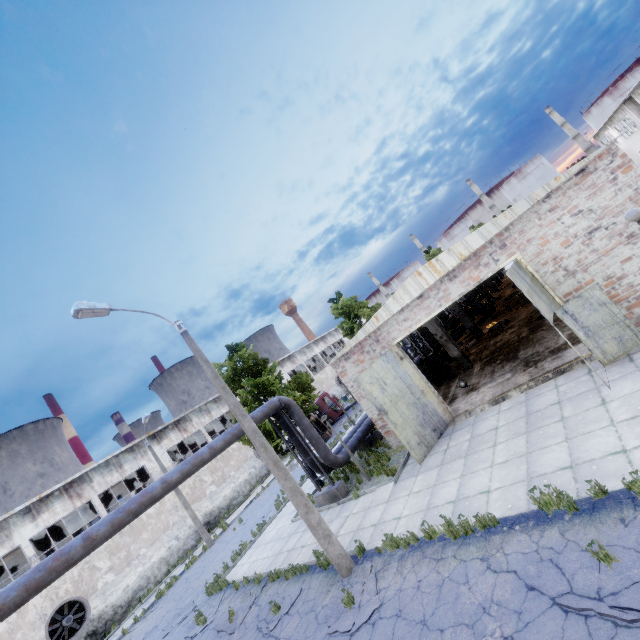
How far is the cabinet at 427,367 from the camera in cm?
1914

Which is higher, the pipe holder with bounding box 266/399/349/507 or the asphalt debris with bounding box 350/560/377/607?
the pipe holder with bounding box 266/399/349/507

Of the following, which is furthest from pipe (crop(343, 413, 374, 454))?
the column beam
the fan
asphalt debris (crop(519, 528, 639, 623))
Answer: the fan

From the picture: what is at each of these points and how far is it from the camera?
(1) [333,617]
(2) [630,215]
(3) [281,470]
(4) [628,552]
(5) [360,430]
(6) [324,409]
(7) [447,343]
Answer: (1) asphalt debris, 7.77m
(2) lamp post, 7.51m
(3) lamp post, 9.41m
(4) asphalt debris, 4.69m
(5) pipe, 17.27m
(6) truck, 34.09m
(7) column beam, 18.05m

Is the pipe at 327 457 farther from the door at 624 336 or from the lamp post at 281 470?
the door at 624 336

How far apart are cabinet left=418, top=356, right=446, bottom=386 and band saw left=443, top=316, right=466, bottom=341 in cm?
761

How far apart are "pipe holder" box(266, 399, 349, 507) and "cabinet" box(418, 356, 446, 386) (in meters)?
8.21

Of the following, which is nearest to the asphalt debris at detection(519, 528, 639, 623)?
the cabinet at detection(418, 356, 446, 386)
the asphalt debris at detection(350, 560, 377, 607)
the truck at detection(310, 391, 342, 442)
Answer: the asphalt debris at detection(350, 560, 377, 607)
